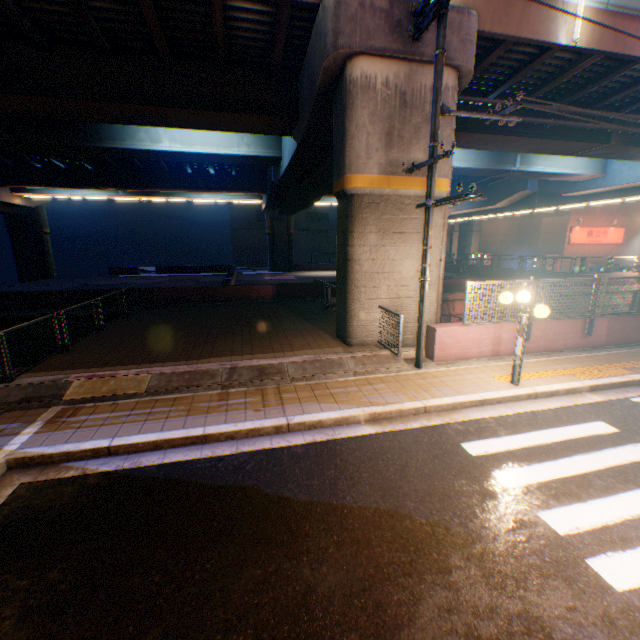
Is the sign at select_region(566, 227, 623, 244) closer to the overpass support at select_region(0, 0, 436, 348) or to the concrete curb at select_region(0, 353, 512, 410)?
the overpass support at select_region(0, 0, 436, 348)

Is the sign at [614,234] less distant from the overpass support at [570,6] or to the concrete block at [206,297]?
the overpass support at [570,6]

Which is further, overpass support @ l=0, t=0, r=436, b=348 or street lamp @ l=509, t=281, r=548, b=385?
overpass support @ l=0, t=0, r=436, b=348

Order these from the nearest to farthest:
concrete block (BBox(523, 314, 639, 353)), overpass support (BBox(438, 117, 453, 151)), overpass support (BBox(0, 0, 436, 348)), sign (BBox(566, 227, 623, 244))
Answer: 1. overpass support (BBox(0, 0, 436, 348))
2. overpass support (BBox(438, 117, 453, 151))
3. concrete block (BBox(523, 314, 639, 353))
4. sign (BBox(566, 227, 623, 244))

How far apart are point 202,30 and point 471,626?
14.0 meters

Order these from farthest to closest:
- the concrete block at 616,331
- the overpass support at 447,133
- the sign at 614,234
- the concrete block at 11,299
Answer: the sign at 614,234 → the concrete block at 11,299 → the concrete block at 616,331 → the overpass support at 447,133

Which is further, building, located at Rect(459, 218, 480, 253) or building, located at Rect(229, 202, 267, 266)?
building, located at Rect(459, 218, 480, 253)

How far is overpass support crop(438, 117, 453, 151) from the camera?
9.0 meters
